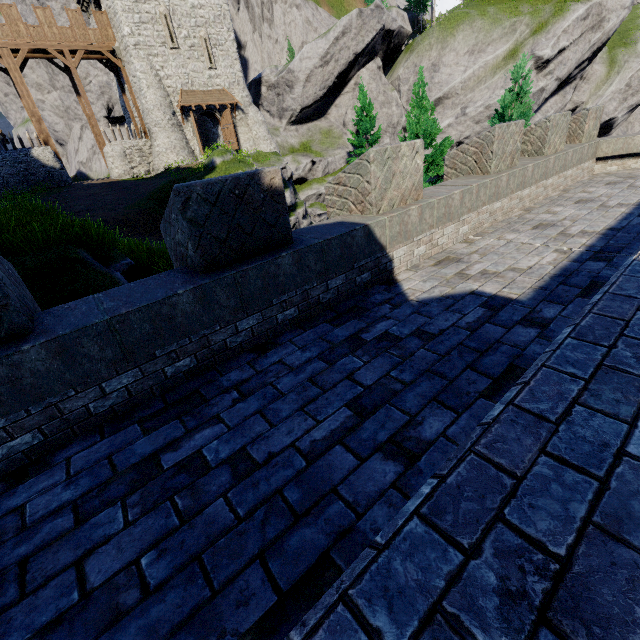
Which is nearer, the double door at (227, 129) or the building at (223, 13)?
the building at (223, 13)

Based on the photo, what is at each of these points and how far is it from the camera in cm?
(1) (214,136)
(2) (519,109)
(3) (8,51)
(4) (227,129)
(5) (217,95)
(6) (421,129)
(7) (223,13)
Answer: (1) building, 3750
(2) tree, 1259
(3) walkway, 2403
(4) double door, 3191
(5) awning, 3062
(6) tree, 1733
(7) building, 2923

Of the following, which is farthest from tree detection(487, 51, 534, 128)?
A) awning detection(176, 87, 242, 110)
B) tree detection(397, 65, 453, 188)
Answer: awning detection(176, 87, 242, 110)

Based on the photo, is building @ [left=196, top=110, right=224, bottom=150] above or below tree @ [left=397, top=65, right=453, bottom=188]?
above

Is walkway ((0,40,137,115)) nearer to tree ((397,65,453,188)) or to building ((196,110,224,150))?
building ((196,110,224,150))

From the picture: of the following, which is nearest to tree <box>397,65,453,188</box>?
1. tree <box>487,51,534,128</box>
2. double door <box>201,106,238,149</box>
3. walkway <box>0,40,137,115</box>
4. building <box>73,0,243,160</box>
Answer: tree <box>487,51,534,128</box>

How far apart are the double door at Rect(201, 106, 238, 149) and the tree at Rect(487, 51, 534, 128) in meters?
25.7 m

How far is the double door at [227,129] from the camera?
31.02m
